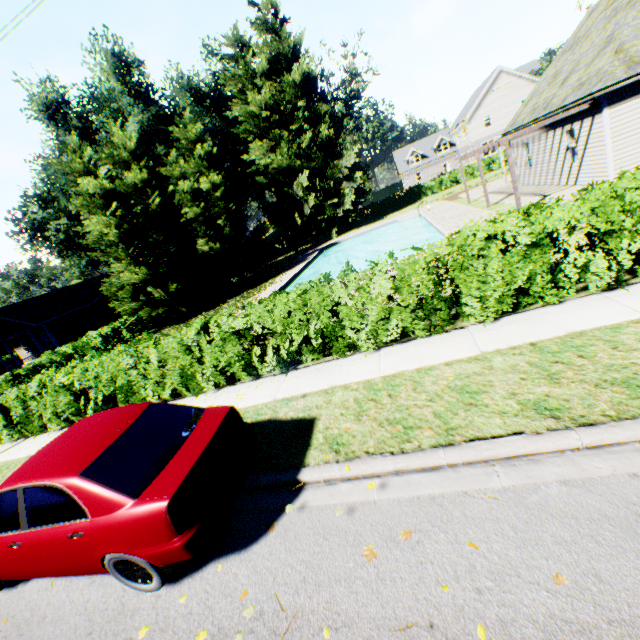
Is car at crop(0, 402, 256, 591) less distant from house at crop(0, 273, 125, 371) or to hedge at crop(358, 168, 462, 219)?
house at crop(0, 273, 125, 371)

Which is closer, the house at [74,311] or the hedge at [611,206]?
the hedge at [611,206]

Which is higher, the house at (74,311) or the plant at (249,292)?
the house at (74,311)

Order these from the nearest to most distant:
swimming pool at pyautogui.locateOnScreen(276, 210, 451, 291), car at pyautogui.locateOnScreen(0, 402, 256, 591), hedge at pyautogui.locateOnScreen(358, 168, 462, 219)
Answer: car at pyautogui.locateOnScreen(0, 402, 256, 591) < swimming pool at pyautogui.locateOnScreen(276, 210, 451, 291) < hedge at pyautogui.locateOnScreen(358, 168, 462, 219)

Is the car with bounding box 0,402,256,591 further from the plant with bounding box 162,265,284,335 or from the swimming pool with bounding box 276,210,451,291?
the plant with bounding box 162,265,284,335

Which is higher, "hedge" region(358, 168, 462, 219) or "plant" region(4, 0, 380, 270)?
"plant" region(4, 0, 380, 270)

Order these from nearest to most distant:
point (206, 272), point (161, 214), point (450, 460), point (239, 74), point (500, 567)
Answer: point (500, 567)
point (450, 460)
point (161, 214)
point (206, 272)
point (239, 74)
